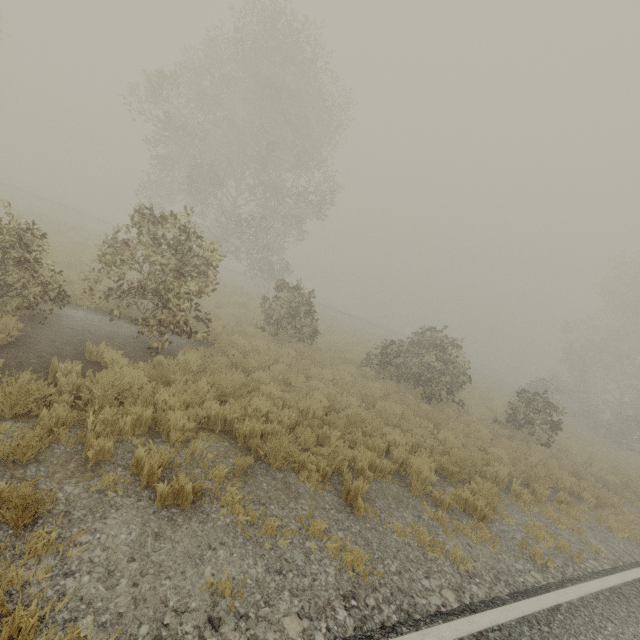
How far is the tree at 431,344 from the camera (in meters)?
14.16

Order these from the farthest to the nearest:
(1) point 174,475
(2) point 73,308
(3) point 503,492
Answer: (2) point 73,308 < (3) point 503,492 < (1) point 174,475

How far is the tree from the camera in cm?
1416
